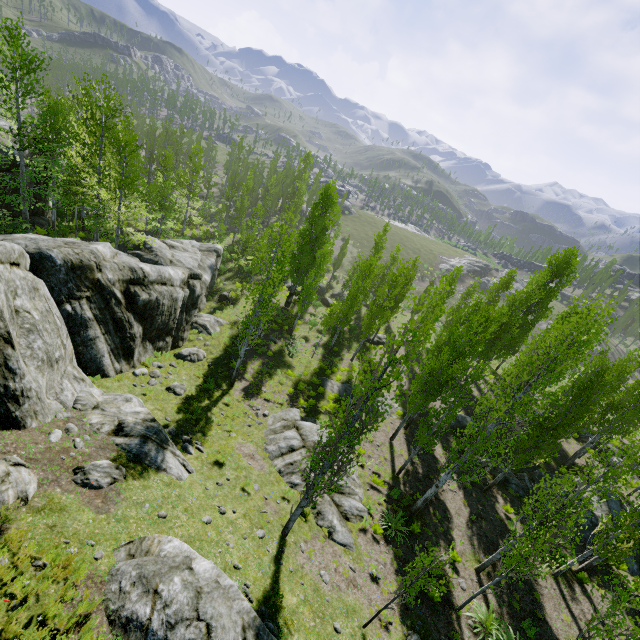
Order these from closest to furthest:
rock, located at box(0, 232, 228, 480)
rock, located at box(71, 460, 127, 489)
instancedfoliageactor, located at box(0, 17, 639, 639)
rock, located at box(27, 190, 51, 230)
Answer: rock, located at box(71, 460, 127, 489) < rock, located at box(0, 232, 228, 480) < instancedfoliageactor, located at box(0, 17, 639, 639) < rock, located at box(27, 190, 51, 230)

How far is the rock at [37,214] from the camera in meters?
23.6

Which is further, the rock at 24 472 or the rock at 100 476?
the rock at 100 476

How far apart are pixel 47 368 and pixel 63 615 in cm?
691

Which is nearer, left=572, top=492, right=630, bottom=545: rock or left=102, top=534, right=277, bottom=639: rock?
left=102, top=534, right=277, bottom=639: rock

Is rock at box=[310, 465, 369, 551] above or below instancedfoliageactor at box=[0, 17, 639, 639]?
below

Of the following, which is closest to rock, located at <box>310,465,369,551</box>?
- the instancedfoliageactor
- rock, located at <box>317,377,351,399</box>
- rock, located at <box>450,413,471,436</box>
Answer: the instancedfoliageactor

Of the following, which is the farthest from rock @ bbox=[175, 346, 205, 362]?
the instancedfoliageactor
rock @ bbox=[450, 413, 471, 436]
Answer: rock @ bbox=[450, 413, 471, 436]
